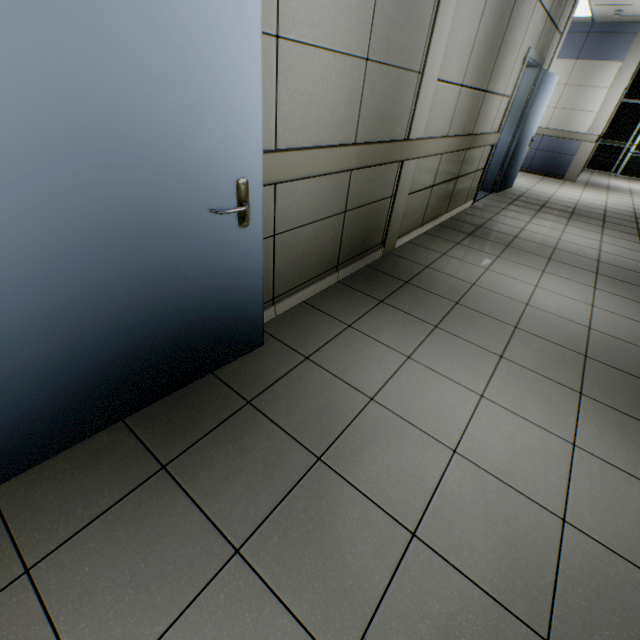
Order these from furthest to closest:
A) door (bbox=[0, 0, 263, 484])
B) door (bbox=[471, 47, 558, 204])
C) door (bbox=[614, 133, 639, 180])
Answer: door (bbox=[614, 133, 639, 180]) < door (bbox=[471, 47, 558, 204]) < door (bbox=[0, 0, 263, 484])

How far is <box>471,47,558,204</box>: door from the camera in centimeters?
528cm

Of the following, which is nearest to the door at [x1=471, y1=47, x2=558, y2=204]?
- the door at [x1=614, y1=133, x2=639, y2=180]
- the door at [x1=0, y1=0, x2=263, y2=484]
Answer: the door at [x1=0, y1=0, x2=263, y2=484]

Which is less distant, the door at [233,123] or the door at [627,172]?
the door at [233,123]

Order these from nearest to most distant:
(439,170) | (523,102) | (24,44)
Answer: (24,44)
(439,170)
(523,102)

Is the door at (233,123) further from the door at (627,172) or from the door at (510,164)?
the door at (627,172)
